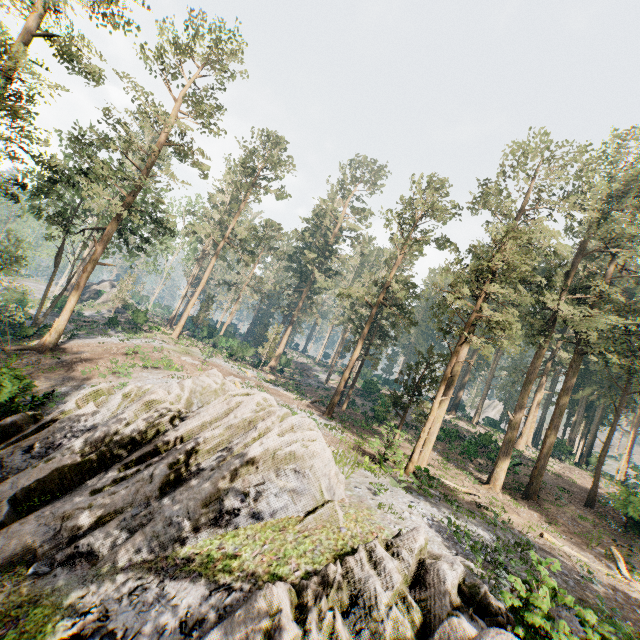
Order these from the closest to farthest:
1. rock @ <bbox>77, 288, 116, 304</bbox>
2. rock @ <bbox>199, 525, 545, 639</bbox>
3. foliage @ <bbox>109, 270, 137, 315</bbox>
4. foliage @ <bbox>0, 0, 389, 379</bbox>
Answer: rock @ <bbox>199, 525, 545, 639</bbox>, foliage @ <bbox>0, 0, 389, 379</bbox>, foliage @ <bbox>109, 270, 137, 315</bbox>, rock @ <bbox>77, 288, 116, 304</bbox>

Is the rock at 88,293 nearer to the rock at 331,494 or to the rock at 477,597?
the rock at 331,494

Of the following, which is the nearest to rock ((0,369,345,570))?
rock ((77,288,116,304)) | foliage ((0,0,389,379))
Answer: foliage ((0,0,389,379))

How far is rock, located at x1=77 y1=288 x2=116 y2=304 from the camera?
54.0m

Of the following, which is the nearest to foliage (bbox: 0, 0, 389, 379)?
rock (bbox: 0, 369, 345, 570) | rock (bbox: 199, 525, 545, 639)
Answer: rock (bbox: 0, 369, 345, 570)

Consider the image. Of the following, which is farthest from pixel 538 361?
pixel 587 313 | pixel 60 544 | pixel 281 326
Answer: pixel 60 544

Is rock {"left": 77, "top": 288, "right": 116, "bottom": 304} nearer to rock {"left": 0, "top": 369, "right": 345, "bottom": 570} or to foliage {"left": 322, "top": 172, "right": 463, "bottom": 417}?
foliage {"left": 322, "top": 172, "right": 463, "bottom": 417}

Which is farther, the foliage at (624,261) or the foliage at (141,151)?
the foliage at (624,261)
